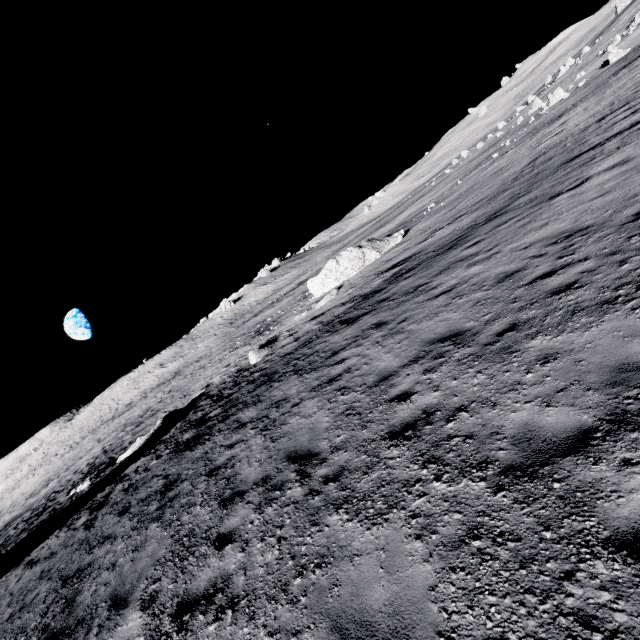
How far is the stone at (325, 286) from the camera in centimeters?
2698cm

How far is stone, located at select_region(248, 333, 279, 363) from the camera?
20.8m

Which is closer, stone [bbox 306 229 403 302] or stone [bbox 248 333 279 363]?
stone [bbox 248 333 279 363]

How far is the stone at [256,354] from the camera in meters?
20.8

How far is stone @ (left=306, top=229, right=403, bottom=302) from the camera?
27.0 meters

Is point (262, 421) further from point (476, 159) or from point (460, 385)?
point (476, 159)
